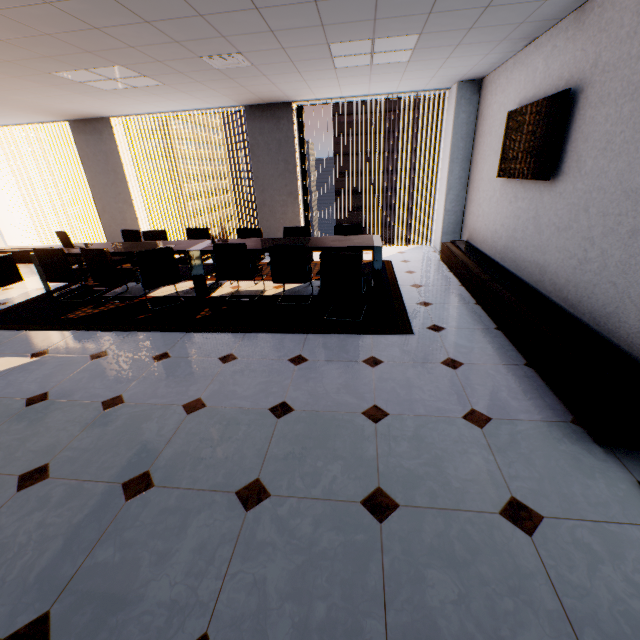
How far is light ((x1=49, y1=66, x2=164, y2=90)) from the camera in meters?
4.0

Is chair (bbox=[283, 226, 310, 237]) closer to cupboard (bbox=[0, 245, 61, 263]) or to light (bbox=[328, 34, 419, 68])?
light (bbox=[328, 34, 419, 68])

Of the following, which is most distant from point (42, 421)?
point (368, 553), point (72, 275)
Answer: point (72, 275)

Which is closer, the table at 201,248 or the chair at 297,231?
the table at 201,248

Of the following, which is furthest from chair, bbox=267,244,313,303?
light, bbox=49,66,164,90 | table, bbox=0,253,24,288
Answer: table, bbox=0,253,24,288

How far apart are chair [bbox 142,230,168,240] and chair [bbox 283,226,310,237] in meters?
1.3 m

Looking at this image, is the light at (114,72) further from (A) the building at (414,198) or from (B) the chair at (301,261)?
(A) the building at (414,198)

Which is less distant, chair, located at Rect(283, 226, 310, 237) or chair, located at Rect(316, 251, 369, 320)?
chair, located at Rect(316, 251, 369, 320)
